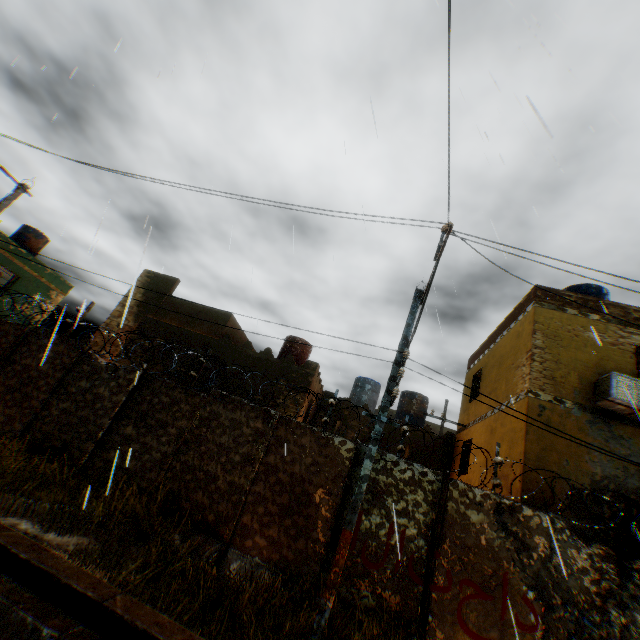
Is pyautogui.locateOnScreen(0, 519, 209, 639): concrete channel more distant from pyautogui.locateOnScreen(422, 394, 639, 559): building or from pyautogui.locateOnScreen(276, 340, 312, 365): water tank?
pyautogui.locateOnScreen(276, 340, 312, 365): water tank

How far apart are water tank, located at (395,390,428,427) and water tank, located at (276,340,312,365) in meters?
5.8

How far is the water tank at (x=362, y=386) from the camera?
18.17m

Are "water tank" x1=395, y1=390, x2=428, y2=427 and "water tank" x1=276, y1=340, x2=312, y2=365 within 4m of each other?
no

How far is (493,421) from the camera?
11.3m

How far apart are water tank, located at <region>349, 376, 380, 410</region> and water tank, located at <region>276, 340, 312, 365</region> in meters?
3.3 m

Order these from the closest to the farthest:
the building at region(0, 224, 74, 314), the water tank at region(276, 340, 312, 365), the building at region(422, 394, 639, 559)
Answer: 1. the building at region(422, 394, 639, 559)
2. the water tank at region(276, 340, 312, 365)
3. the building at region(0, 224, 74, 314)

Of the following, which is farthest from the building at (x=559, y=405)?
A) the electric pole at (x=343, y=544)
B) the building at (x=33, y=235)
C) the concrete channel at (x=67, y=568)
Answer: the electric pole at (x=343, y=544)
